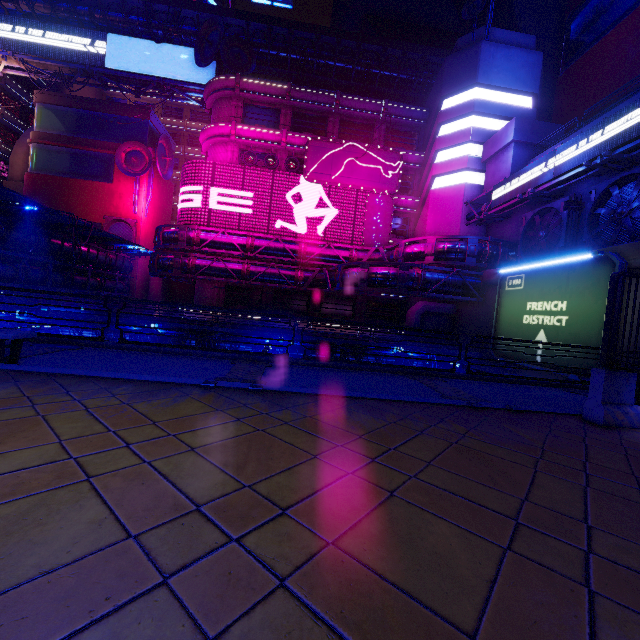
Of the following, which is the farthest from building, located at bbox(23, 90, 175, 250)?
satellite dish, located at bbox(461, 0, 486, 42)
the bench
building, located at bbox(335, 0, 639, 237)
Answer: the bench

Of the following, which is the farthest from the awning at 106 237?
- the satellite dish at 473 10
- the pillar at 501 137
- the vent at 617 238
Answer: the satellite dish at 473 10

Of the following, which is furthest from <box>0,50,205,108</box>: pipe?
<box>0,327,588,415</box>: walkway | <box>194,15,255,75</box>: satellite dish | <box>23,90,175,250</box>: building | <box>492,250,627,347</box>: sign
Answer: <box>0,327,588,415</box>: walkway

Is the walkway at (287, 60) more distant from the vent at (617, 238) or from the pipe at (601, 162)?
the vent at (617, 238)

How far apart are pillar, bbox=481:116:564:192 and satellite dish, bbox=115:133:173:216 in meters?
36.2 m

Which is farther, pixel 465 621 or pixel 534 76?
pixel 534 76

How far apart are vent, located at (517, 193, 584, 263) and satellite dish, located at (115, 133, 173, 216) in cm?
3983

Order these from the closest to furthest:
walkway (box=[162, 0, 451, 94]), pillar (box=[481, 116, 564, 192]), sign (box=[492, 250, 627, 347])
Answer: sign (box=[492, 250, 627, 347])
pillar (box=[481, 116, 564, 192])
walkway (box=[162, 0, 451, 94])
